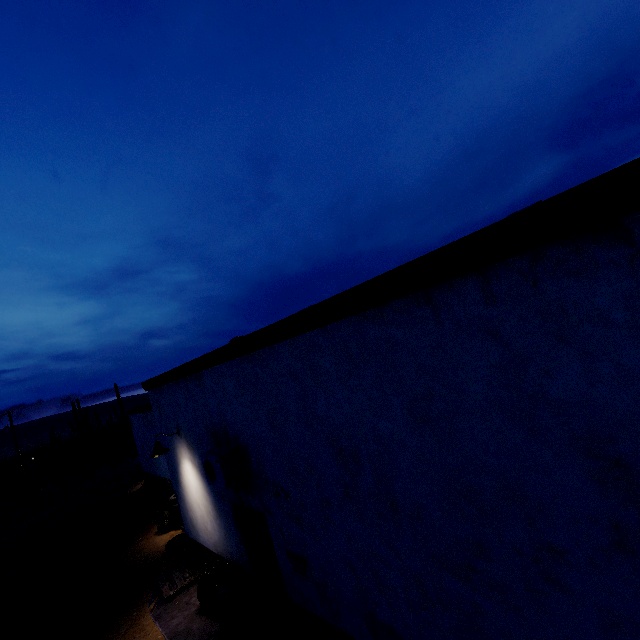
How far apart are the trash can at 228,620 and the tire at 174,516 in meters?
5.6

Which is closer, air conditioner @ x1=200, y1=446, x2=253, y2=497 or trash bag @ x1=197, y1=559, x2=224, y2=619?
air conditioner @ x1=200, y1=446, x2=253, y2=497

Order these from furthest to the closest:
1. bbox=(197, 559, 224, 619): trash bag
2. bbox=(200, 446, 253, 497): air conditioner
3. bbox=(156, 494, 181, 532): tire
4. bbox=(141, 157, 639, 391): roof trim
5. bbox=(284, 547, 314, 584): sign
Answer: bbox=(156, 494, 181, 532): tire < bbox=(197, 559, 224, 619): trash bag < bbox=(200, 446, 253, 497): air conditioner < bbox=(284, 547, 314, 584): sign < bbox=(141, 157, 639, 391): roof trim

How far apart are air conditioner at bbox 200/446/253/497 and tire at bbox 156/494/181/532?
6.8 meters

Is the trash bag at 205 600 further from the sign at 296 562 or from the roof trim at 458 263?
the roof trim at 458 263

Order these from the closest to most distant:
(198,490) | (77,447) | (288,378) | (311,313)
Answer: (311,313), (288,378), (198,490), (77,447)

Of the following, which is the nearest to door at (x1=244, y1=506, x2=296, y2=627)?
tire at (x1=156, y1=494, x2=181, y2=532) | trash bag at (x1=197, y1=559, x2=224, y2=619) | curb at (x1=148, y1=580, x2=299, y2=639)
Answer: curb at (x1=148, y1=580, x2=299, y2=639)

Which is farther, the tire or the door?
the tire
